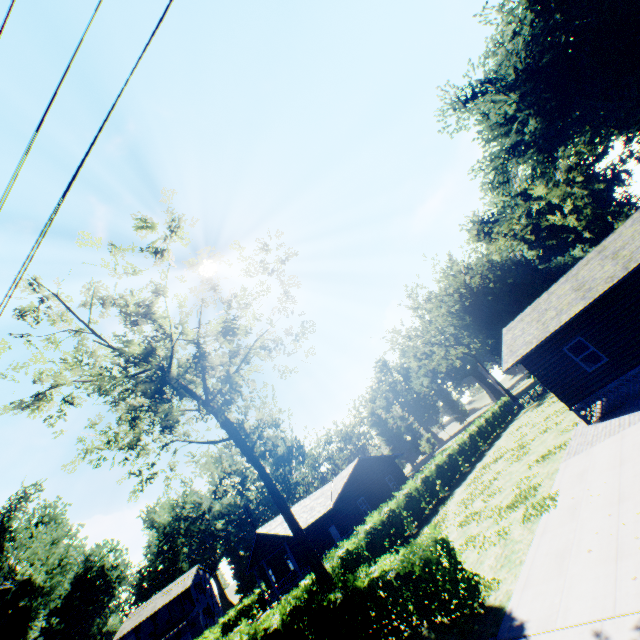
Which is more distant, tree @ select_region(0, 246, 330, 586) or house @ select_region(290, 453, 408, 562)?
house @ select_region(290, 453, 408, 562)

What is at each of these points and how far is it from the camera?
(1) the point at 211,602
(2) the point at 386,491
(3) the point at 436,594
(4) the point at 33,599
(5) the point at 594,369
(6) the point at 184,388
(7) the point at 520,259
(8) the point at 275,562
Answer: (1) house, 51.84m
(2) house, 33.28m
(3) hedge, 8.54m
(4) plant, 24.19m
(5) house, 16.20m
(6) tree, 19.08m
(7) plant, 43.75m
(8) house, 37.50m

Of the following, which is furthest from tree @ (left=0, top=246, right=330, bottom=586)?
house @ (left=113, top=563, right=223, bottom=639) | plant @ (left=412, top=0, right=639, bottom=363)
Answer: house @ (left=113, top=563, right=223, bottom=639)

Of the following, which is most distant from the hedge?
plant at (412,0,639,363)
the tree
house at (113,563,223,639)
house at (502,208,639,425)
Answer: house at (113,563,223,639)

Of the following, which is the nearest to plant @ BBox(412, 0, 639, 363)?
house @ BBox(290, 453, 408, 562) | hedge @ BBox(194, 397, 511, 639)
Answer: hedge @ BBox(194, 397, 511, 639)

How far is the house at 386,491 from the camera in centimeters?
2914cm

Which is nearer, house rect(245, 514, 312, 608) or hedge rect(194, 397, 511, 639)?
hedge rect(194, 397, 511, 639)

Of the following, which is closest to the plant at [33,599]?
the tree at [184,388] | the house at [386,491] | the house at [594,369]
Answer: the tree at [184,388]
